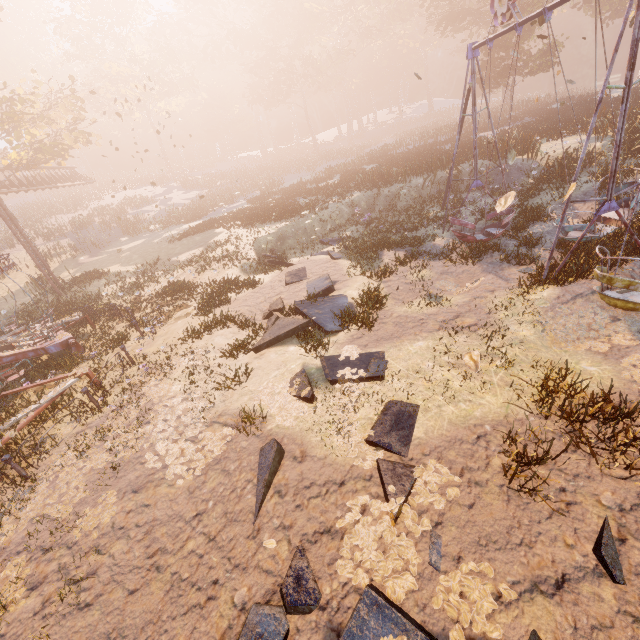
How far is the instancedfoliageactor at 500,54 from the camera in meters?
27.6 m

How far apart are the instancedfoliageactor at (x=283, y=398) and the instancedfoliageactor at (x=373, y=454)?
0.3m

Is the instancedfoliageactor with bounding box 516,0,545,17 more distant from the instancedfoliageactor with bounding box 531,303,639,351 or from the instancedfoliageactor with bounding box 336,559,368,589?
the instancedfoliageactor with bounding box 336,559,368,589

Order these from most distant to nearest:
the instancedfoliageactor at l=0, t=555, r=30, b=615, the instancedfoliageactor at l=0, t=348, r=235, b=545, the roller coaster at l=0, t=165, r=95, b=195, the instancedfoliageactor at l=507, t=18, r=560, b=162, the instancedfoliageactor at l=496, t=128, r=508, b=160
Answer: the roller coaster at l=0, t=165, r=95, b=195 < the instancedfoliageactor at l=507, t=18, r=560, b=162 < the instancedfoliageactor at l=496, t=128, r=508, b=160 < the instancedfoliageactor at l=0, t=348, r=235, b=545 < the instancedfoliageactor at l=0, t=555, r=30, b=615

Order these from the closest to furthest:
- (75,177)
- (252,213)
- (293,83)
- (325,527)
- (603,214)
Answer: (325,527) < (603,214) < (252,213) < (75,177) < (293,83)

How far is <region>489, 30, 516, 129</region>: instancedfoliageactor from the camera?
27.6 meters

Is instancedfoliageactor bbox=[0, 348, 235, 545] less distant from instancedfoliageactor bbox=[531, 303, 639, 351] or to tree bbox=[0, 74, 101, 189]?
instancedfoliageactor bbox=[531, 303, 639, 351]

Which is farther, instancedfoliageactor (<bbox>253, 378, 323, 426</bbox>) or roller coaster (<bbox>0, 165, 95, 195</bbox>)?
roller coaster (<bbox>0, 165, 95, 195</bbox>)
